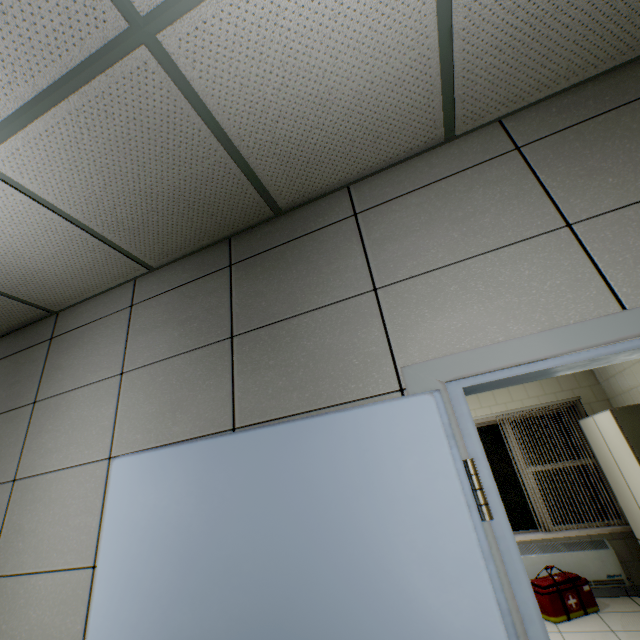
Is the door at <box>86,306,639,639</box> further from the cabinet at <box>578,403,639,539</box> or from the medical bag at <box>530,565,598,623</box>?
the medical bag at <box>530,565,598,623</box>

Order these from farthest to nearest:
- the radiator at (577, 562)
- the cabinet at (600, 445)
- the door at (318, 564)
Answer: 1. the radiator at (577, 562)
2. the cabinet at (600, 445)
3. the door at (318, 564)

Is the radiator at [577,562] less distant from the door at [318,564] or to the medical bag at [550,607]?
the medical bag at [550,607]

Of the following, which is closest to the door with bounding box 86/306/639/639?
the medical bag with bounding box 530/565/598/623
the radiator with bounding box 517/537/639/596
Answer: the medical bag with bounding box 530/565/598/623

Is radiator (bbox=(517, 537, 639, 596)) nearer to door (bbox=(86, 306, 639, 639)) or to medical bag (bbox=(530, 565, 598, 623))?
medical bag (bbox=(530, 565, 598, 623))

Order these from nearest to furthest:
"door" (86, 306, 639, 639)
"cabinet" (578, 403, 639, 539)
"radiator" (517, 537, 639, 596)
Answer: "door" (86, 306, 639, 639)
"cabinet" (578, 403, 639, 539)
"radiator" (517, 537, 639, 596)

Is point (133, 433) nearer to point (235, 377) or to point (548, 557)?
point (235, 377)

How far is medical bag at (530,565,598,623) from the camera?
3.8m
